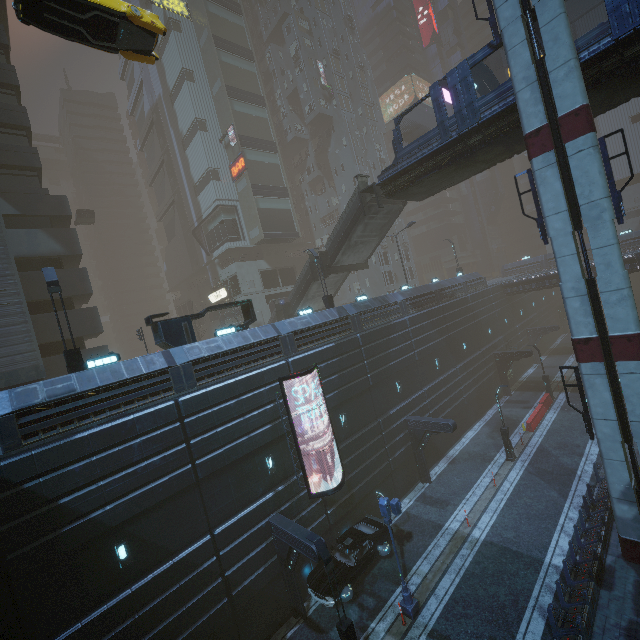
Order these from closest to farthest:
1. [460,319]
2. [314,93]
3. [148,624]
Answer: [148,624] → [460,319] → [314,93]

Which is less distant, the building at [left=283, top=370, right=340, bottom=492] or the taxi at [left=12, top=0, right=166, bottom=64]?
the taxi at [left=12, top=0, right=166, bottom=64]

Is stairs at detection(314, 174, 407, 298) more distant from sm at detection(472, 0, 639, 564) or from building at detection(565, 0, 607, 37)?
sm at detection(472, 0, 639, 564)

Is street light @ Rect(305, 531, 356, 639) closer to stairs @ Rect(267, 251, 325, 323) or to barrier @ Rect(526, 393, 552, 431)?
stairs @ Rect(267, 251, 325, 323)

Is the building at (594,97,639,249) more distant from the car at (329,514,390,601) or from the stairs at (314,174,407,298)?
the stairs at (314,174,407,298)

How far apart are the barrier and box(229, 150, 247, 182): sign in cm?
3804

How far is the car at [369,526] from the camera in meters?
15.2

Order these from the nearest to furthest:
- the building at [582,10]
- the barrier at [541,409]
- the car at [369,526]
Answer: the car at [369,526]
the barrier at [541,409]
the building at [582,10]
